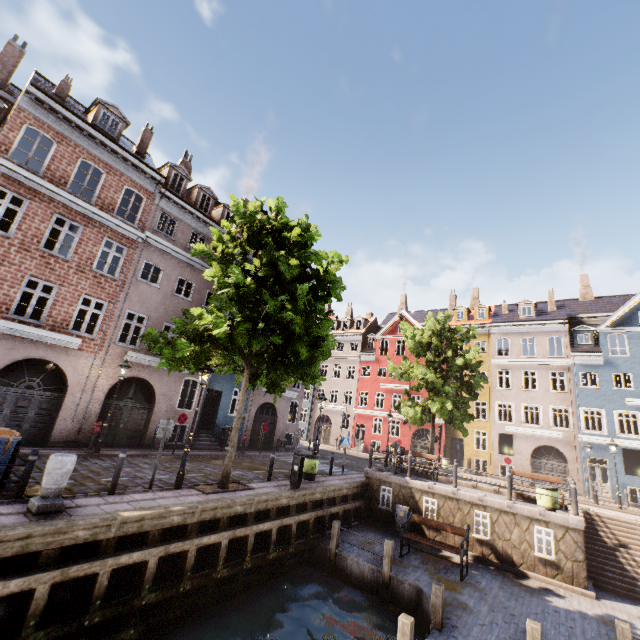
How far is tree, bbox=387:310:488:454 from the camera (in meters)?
19.84

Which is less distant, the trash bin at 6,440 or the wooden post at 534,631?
the wooden post at 534,631

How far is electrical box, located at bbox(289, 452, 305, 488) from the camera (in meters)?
12.04

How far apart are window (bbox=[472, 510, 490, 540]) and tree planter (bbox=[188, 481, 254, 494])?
8.7m

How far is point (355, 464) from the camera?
23.6 meters

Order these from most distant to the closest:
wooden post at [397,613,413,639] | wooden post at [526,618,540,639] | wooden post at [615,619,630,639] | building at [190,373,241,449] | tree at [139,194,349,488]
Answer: building at [190,373,241,449] < tree at [139,194,349,488] < wooden post at [615,619,630,639] < wooden post at [526,618,540,639] < wooden post at [397,613,413,639]

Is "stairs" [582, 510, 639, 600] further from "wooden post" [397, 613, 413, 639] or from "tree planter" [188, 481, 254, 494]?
"tree planter" [188, 481, 254, 494]

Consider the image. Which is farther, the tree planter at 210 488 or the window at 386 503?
the window at 386 503
